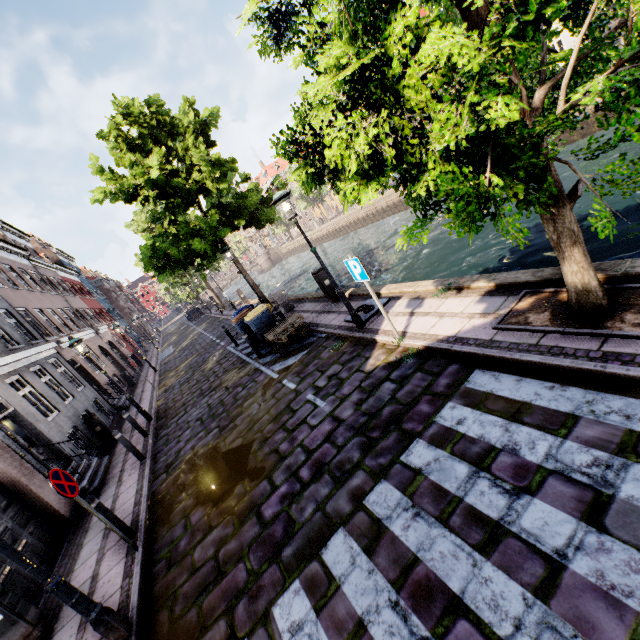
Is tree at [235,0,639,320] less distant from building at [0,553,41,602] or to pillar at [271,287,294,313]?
pillar at [271,287,294,313]

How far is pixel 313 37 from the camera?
2.93m

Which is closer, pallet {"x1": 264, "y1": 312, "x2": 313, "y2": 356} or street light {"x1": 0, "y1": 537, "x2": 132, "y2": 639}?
street light {"x1": 0, "y1": 537, "x2": 132, "y2": 639}

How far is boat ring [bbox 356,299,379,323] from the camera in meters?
8.1 m

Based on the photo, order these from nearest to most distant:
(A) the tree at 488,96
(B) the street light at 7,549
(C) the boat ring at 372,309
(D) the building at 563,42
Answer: (A) the tree at 488,96, (B) the street light at 7,549, (C) the boat ring at 372,309, (D) the building at 563,42

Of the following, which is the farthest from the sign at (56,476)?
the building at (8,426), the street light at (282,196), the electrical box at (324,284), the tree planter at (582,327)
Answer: the electrical box at (324,284)

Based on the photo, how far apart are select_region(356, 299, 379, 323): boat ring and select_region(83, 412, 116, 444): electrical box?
10.01m

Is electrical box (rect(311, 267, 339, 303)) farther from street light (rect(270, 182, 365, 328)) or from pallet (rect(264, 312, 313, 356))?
street light (rect(270, 182, 365, 328))
